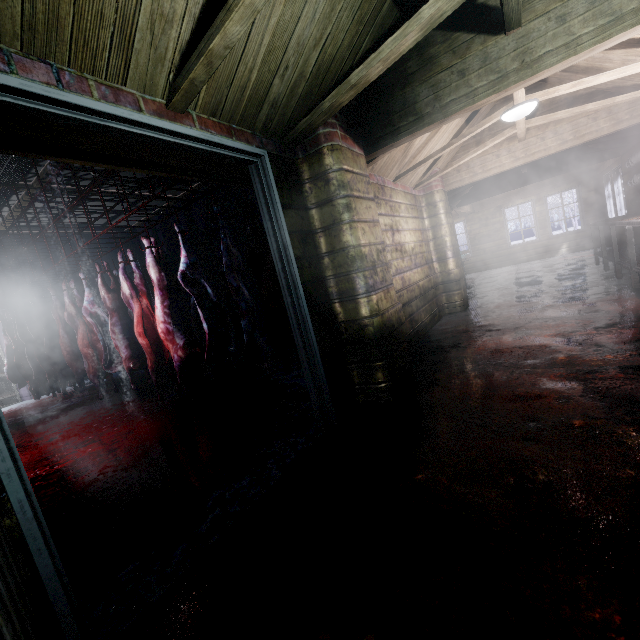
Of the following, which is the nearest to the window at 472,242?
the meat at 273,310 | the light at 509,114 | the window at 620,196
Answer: the window at 620,196

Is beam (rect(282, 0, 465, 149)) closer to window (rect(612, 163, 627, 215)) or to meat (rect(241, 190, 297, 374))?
meat (rect(241, 190, 297, 374))

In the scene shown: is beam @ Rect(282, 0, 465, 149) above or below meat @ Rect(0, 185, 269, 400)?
above

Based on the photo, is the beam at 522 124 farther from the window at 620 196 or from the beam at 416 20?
the window at 620 196

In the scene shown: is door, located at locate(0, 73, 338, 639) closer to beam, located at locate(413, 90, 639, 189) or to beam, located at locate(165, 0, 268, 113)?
beam, located at locate(165, 0, 268, 113)

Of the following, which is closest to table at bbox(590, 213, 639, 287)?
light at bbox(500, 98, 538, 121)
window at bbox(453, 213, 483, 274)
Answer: light at bbox(500, 98, 538, 121)

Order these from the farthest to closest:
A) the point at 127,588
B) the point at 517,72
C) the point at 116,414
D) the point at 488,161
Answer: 1. the point at 488,161
2. the point at 116,414
3. the point at 517,72
4. the point at 127,588
